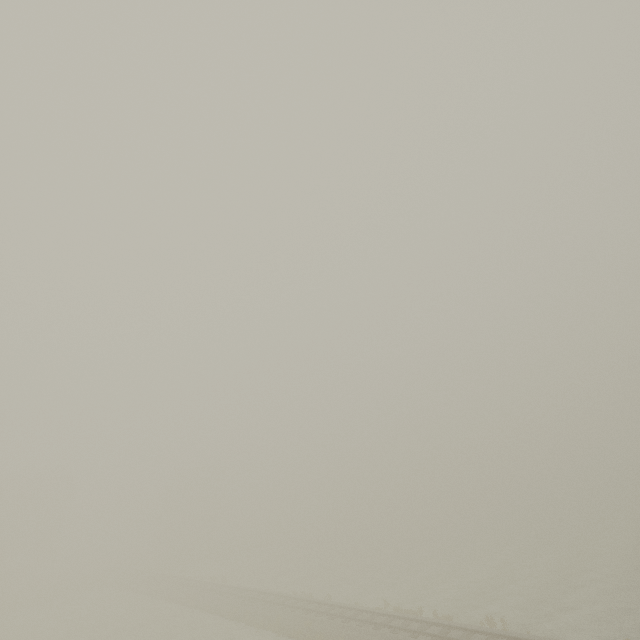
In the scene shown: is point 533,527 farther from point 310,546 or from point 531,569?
point 310,546
